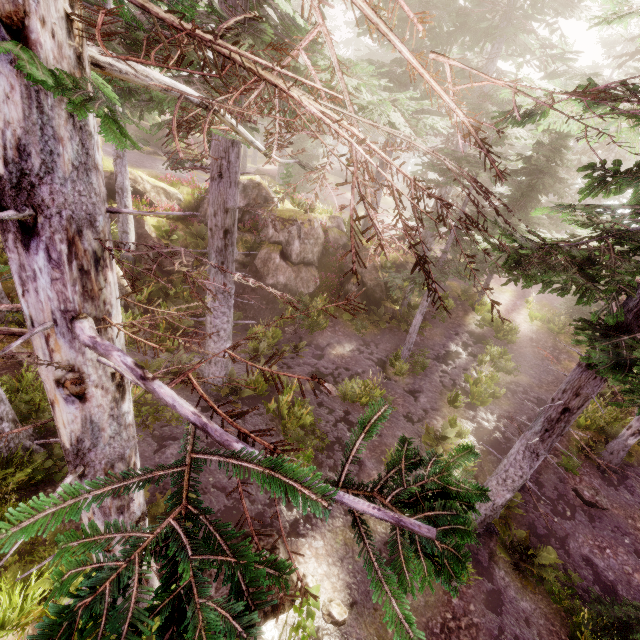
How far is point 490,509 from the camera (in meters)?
9.30

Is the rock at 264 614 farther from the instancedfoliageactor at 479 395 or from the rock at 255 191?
the rock at 255 191

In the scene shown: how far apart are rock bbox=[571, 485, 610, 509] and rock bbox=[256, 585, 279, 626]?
10.1m

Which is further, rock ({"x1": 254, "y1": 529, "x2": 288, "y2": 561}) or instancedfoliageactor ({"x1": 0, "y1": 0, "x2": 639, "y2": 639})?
rock ({"x1": 254, "y1": 529, "x2": 288, "y2": 561})

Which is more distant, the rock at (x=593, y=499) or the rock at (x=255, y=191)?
the rock at (x=255, y=191)

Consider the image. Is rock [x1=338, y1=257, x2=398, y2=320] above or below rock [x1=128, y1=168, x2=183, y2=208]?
below

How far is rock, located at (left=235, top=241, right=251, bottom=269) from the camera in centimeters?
1756cm
